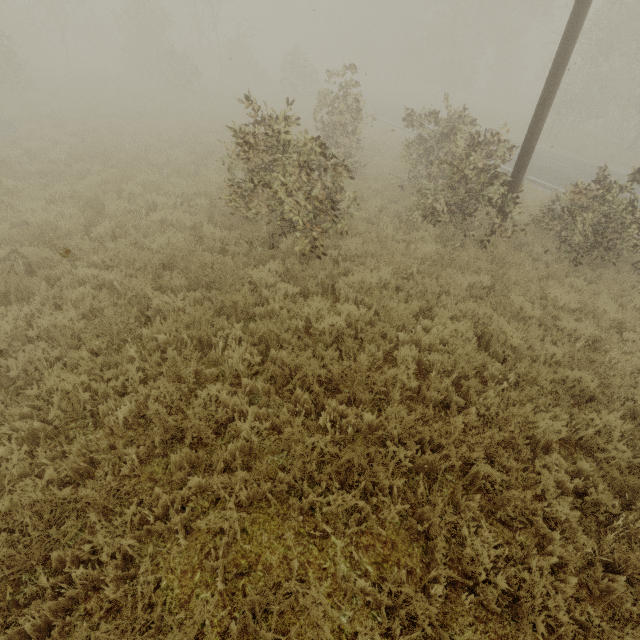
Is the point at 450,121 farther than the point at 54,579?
Yes

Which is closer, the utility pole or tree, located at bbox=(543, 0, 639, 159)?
the utility pole

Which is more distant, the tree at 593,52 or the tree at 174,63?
the tree at 593,52

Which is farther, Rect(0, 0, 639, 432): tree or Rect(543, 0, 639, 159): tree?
Rect(543, 0, 639, 159): tree

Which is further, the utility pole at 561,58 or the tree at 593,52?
the tree at 593,52
